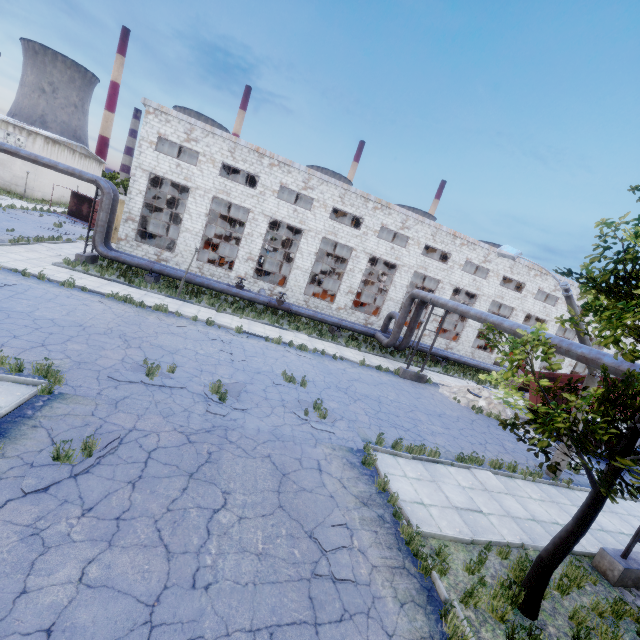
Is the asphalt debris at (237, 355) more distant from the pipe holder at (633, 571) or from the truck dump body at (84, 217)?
the truck dump body at (84, 217)

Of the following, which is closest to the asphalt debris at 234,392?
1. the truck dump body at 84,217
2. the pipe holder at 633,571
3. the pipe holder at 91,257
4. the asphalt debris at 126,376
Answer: the asphalt debris at 126,376

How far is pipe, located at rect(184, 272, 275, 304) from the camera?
21.4 meters

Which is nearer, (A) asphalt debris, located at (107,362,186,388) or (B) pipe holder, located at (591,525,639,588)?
(B) pipe holder, located at (591,525,639,588)

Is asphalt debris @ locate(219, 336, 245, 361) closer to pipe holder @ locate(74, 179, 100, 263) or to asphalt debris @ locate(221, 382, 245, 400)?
asphalt debris @ locate(221, 382, 245, 400)

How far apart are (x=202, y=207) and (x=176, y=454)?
21.4m

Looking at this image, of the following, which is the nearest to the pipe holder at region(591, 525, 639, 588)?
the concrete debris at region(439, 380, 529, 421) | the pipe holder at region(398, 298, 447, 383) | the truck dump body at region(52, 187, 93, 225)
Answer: the concrete debris at region(439, 380, 529, 421)

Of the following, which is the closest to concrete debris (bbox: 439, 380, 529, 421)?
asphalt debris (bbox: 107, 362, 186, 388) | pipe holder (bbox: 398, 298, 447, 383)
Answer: pipe holder (bbox: 398, 298, 447, 383)
